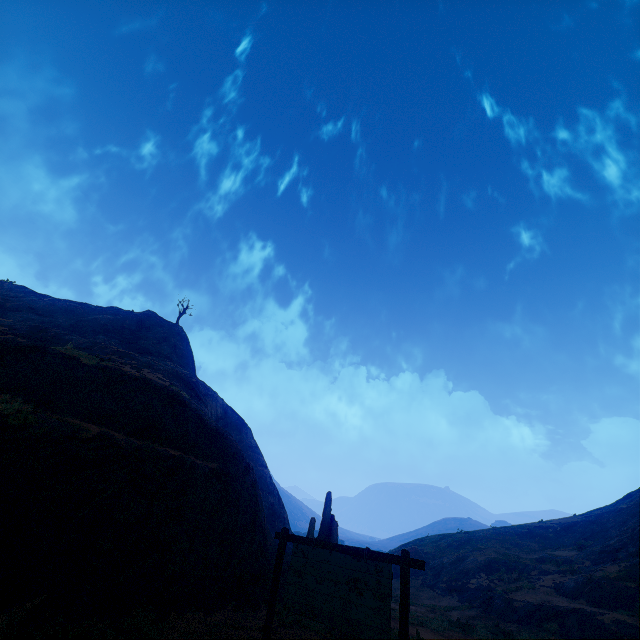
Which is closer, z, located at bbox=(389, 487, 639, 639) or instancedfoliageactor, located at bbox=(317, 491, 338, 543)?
instancedfoliageactor, located at bbox=(317, 491, 338, 543)

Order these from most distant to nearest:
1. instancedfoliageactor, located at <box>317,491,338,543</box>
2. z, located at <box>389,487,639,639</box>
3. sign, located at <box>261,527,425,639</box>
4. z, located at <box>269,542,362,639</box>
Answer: z, located at <box>389,487,639,639</box> → instancedfoliageactor, located at <box>317,491,338,543</box> → z, located at <box>269,542,362,639</box> → sign, located at <box>261,527,425,639</box>

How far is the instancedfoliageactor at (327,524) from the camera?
13.9m

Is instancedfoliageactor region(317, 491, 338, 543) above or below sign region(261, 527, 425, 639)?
above

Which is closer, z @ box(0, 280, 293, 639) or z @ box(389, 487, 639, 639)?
z @ box(0, 280, 293, 639)

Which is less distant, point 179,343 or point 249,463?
point 249,463

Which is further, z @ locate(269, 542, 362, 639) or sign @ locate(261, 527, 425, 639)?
z @ locate(269, 542, 362, 639)

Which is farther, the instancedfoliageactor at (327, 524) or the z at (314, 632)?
the instancedfoliageactor at (327, 524)
